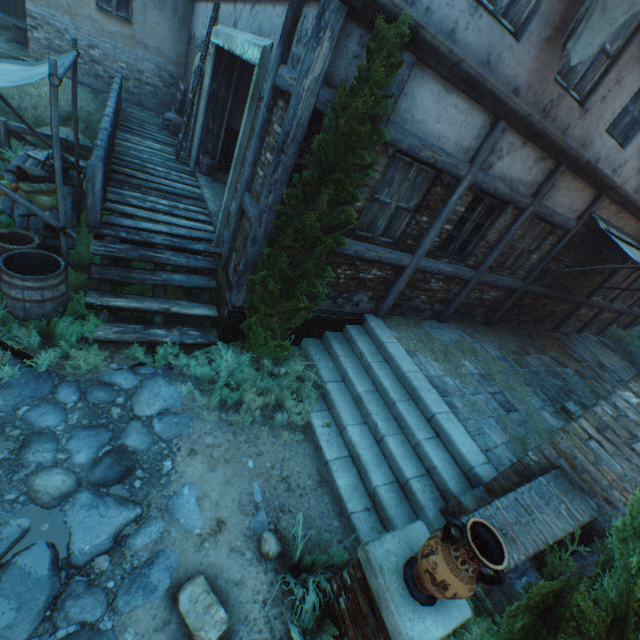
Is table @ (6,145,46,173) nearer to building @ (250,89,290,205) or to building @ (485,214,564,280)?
building @ (250,89,290,205)

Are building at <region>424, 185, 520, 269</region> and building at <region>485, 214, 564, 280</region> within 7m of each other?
yes

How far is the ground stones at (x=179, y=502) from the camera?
3.4m

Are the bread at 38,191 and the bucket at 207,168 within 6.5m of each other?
yes

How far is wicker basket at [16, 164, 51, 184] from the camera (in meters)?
5.48

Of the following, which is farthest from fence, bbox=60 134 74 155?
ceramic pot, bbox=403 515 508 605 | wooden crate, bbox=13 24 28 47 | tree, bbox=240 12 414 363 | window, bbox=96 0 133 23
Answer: ceramic pot, bbox=403 515 508 605

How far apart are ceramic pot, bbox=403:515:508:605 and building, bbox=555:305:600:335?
11.20m

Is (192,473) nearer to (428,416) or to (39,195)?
(428,416)
